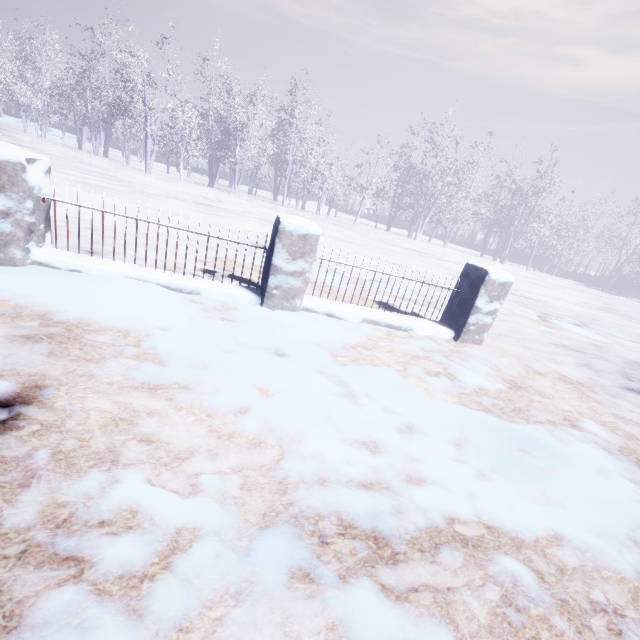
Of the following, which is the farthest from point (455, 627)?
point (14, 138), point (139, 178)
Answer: point (14, 138)
